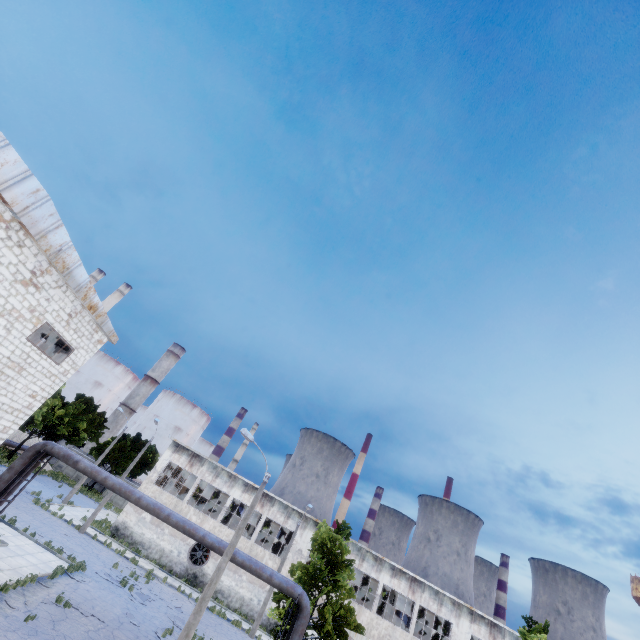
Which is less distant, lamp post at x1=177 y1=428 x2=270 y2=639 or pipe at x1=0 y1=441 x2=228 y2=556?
lamp post at x1=177 y1=428 x2=270 y2=639

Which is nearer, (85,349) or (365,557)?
(85,349)

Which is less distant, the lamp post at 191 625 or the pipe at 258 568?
the lamp post at 191 625

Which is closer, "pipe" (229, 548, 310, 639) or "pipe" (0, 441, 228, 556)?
"pipe" (229, 548, 310, 639)

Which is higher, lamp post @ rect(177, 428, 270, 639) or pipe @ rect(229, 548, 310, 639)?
pipe @ rect(229, 548, 310, 639)

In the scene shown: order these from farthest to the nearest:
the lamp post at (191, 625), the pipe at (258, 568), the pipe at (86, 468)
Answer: the pipe at (86, 468) < the pipe at (258, 568) < the lamp post at (191, 625)

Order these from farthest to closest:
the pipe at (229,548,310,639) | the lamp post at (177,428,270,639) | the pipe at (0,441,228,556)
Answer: the pipe at (0,441,228,556) → the pipe at (229,548,310,639) → the lamp post at (177,428,270,639)
